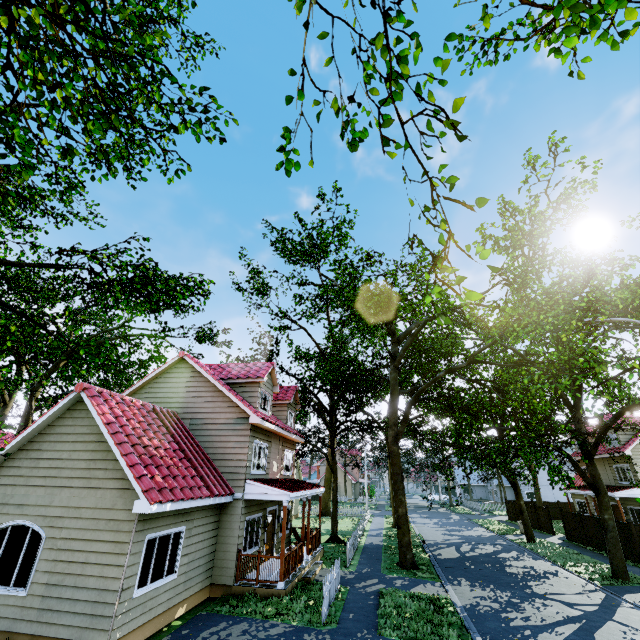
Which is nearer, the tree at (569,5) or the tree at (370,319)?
the tree at (569,5)

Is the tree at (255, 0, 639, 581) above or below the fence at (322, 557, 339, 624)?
above

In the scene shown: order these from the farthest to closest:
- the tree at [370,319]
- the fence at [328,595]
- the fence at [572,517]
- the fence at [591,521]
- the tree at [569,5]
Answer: the fence at [572,517] → the fence at [591,521] → the fence at [328,595] → the tree at [370,319] → the tree at [569,5]

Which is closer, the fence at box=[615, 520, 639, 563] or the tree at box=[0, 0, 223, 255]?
the tree at box=[0, 0, 223, 255]

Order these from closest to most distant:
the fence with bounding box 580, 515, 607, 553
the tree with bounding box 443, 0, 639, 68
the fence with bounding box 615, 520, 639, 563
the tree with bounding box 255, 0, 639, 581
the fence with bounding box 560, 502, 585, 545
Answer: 1. the tree with bounding box 443, 0, 639, 68
2. the tree with bounding box 255, 0, 639, 581
3. the fence with bounding box 615, 520, 639, 563
4. the fence with bounding box 580, 515, 607, 553
5. the fence with bounding box 560, 502, 585, 545

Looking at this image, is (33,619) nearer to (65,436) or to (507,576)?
(65,436)
